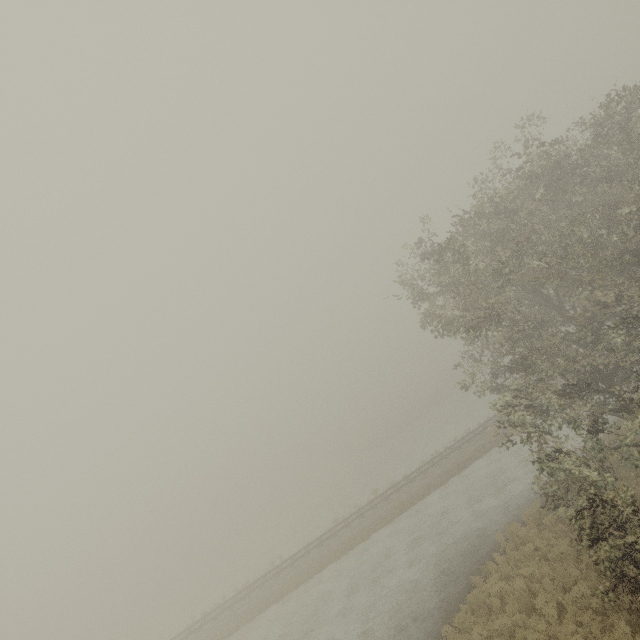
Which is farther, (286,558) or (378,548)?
(286,558)
